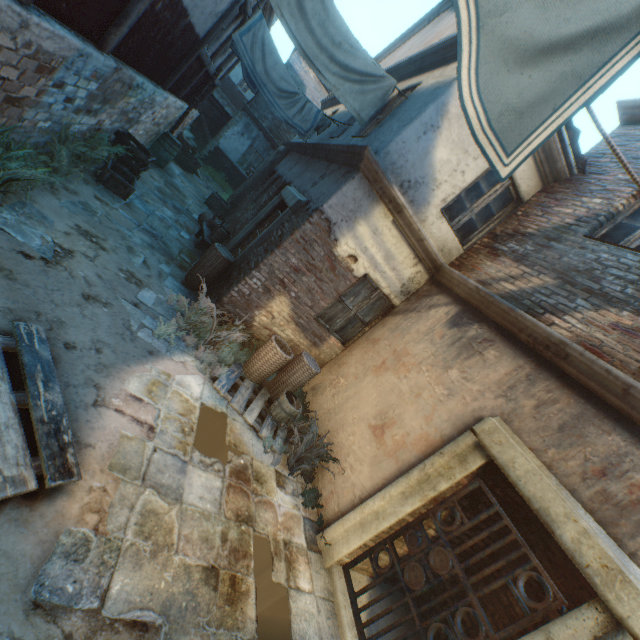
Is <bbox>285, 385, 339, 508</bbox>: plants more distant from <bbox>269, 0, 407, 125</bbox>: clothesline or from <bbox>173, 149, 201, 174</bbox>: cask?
<bbox>173, 149, 201, 174</bbox>: cask

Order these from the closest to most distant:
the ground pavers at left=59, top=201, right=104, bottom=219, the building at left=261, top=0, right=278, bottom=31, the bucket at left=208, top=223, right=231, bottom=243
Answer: the ground pavers at left=59, top=201, right=104, bottom=219
the bucket at left=208, top=223, right=231, bottom=243
the building at left=261, top=0, right=278, bottom=31

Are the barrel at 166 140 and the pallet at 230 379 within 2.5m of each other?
no

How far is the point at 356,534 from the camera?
4.02m

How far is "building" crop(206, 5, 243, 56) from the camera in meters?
8.5

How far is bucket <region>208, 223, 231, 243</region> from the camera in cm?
801

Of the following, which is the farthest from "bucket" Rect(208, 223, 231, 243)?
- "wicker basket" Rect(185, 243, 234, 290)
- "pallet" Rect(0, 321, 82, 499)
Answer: "pallet" Rect(0, 321, 82, 499)

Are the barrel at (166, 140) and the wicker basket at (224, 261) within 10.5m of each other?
yes
